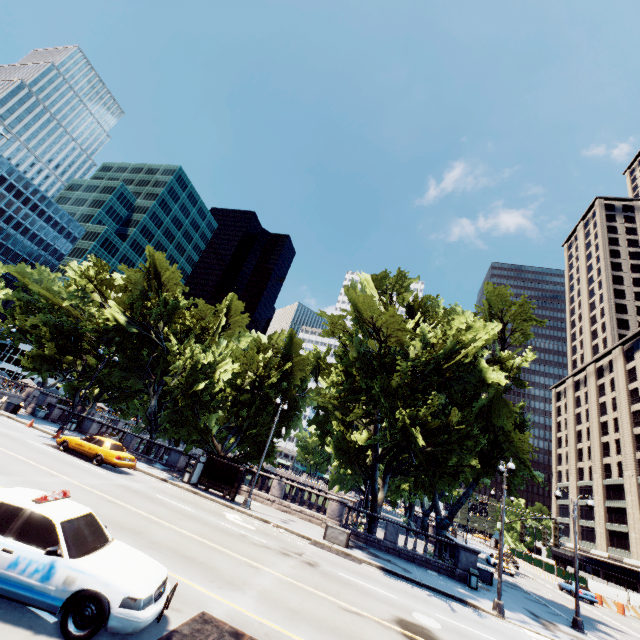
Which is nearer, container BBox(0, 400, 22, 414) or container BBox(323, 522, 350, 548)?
container BBox(323, 522, 350, 548)

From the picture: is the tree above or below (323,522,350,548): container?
above

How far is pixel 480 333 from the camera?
25.7m

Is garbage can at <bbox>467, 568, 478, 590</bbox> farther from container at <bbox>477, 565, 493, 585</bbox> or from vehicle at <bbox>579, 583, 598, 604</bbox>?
vehicle at <bbox>579, 583, 598, 604</bbox>

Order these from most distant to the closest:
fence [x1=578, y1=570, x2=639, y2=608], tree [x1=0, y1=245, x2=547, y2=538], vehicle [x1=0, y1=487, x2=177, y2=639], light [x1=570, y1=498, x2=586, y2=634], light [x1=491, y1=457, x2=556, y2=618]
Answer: fence [x1=578, y1=570, x2=639, y2=608]
tree [x1=0, y1=245, x2=547, y2=538]
light [x1=570, y1=498, x2=586, y2=634]
light [x1=491, y1=457, x2=556, y2=618]
vehicle [x1=0, y1=487, x2=177, y2=639]

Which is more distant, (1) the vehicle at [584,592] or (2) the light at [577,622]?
(1) the vehicle at [584,592]

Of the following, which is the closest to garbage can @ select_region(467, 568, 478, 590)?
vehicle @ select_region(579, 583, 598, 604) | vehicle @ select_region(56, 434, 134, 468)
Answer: vehicle @ select_region(56, 434, 134, 468)

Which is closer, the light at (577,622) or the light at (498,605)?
the light at (498,605)
